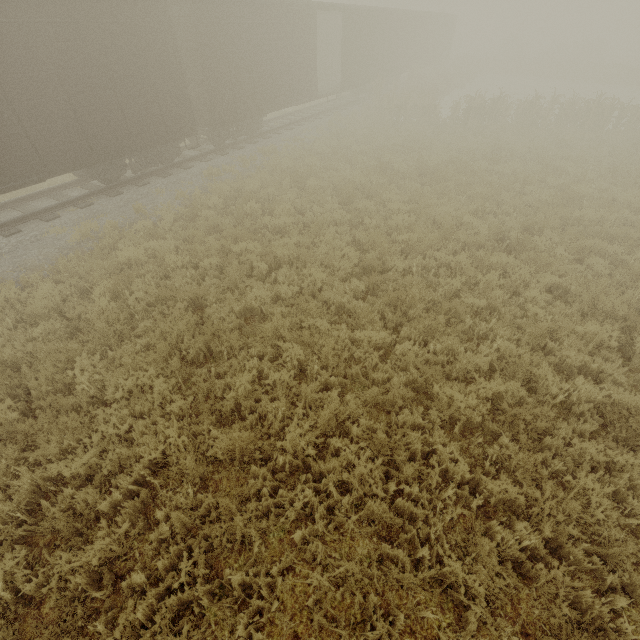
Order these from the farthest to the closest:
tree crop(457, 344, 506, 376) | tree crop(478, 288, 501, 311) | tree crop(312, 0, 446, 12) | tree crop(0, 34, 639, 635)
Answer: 1. tree crop(312, 0, 446, 12)
2. tree crop(478, 288, 501, 311)
3. tree crop(457, 344, 506, 376)
4. tree crop(0, 34, 639, 635)

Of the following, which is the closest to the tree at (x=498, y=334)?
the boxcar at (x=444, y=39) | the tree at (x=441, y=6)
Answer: the boxcar at (x=444, y=39)

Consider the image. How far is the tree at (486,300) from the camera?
6.8m

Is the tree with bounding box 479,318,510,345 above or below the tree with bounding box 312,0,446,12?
below

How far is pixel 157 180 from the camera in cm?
1158

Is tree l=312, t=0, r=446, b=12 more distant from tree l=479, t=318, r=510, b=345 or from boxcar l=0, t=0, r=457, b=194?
boxcar l=0, t=0, r=457, b=194

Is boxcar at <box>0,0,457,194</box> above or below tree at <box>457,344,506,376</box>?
above
